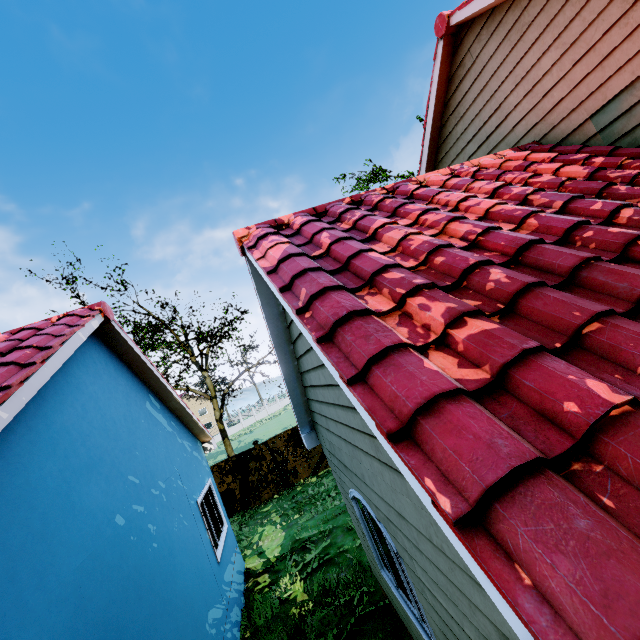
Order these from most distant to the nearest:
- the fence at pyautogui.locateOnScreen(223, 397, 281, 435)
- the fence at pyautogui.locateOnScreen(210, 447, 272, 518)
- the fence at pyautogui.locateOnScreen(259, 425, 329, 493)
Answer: the fence at pyautogui.locateOnScreen(223, 397, 281, 435) < the fence at pyautogui.locateOnScreen(259, 425, 329, 493) < the fence at pyautogui.locateOnScreen(210, 447, 272, 518)

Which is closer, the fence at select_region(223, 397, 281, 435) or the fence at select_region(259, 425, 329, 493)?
the fence at select_region(259, 425, 329, 493)

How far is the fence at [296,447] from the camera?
14.6 meters

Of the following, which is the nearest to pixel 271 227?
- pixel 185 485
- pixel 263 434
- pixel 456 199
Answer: pixel 456 199

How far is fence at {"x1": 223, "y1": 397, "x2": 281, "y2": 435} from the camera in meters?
49.6

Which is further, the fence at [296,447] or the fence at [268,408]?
the fence at [268,408]

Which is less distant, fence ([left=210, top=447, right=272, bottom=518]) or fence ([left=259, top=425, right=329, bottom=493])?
fence ([left=210, top=447, right=272, bottom=518])
